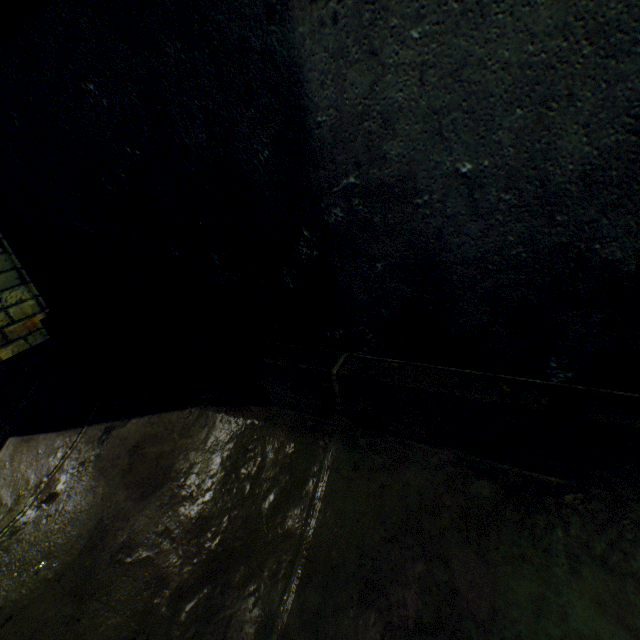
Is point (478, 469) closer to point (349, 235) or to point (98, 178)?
point (349, 235)
